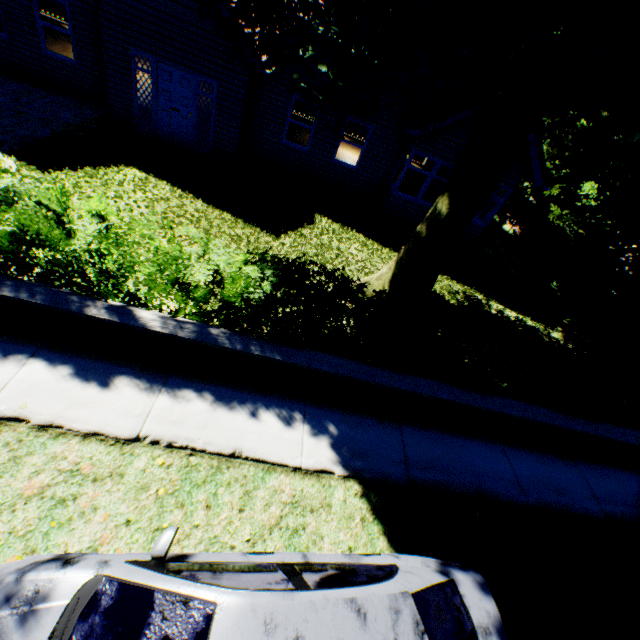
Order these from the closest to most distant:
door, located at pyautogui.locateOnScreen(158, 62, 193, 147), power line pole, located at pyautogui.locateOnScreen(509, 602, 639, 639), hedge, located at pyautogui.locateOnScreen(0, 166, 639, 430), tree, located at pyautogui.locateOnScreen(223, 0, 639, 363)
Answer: tree, located at pyautogui.locateOnScreen(223, 0, 639, 363), power line pole, located at pyautogui.locateOnScreen(509, 602, 639, 639), hedge, located at pyautogui.locateOnScreen(0, 166, 639, 430), door, located at pyautogui.locateOnScreen(158, 62, 193, 147)

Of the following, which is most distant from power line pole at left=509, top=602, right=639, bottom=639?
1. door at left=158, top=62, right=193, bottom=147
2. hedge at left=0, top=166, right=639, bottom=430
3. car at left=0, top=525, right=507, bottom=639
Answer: door at left=158, top=62, right=193, bottom=147

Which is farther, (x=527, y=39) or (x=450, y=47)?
(x=450, y=47)

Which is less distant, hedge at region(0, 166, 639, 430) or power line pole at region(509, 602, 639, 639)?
power line pole at region(509, 602, 639, 639)

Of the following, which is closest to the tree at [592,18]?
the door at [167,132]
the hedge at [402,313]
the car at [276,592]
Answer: the hedge at [402,313]

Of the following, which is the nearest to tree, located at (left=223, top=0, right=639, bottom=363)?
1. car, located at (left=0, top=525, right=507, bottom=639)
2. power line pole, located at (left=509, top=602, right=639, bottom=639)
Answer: power line pole, located at (left=509, top=602, right=639, bottom=639)

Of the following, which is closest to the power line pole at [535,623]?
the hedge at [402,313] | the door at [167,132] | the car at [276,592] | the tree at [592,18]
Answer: the tree at [592,18]

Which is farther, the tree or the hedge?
the hedge
